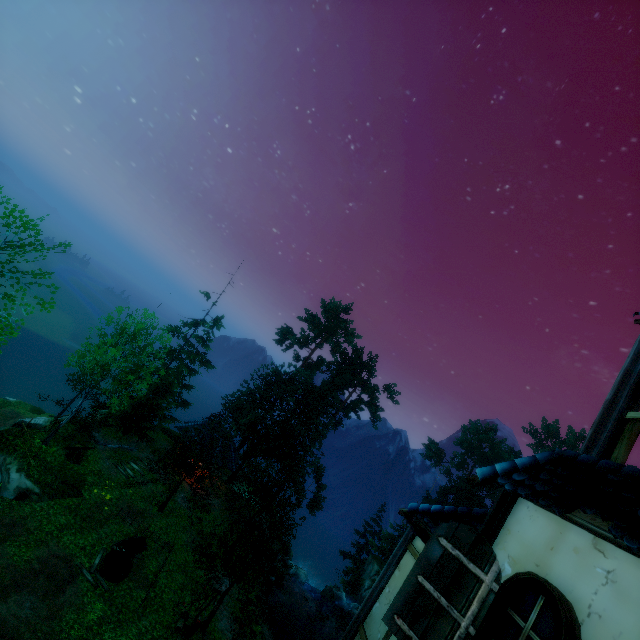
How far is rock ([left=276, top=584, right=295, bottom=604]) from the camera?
27.0 meters

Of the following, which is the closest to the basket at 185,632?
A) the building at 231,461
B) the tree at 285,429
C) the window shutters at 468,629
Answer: the tree at 285,429

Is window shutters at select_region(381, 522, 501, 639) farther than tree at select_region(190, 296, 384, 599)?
No

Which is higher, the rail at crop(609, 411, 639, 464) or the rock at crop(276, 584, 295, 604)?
the rail at crop(609, 411, 639, 464)

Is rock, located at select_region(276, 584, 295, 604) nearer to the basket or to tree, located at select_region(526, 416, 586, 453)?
tree, located at select_region(526, 416, 586, 453)

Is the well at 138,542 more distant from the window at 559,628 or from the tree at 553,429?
the window at 559,628

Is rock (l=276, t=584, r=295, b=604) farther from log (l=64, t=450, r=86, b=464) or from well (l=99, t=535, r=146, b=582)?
log (l=64, t=450, r=86, b=464)

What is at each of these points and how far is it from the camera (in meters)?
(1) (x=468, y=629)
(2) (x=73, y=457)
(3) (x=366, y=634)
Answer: (1) window shutters, 3.21
(2) log, 21.48
(3) building, 5.35
